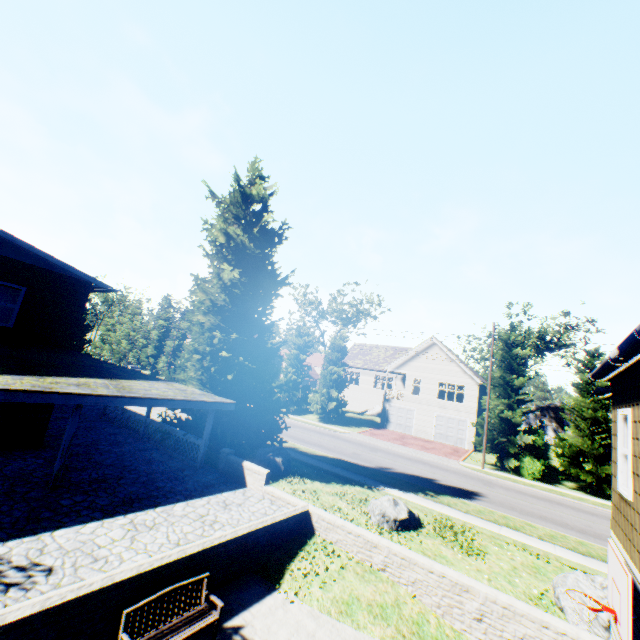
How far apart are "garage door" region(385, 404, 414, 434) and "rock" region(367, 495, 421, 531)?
24.33m

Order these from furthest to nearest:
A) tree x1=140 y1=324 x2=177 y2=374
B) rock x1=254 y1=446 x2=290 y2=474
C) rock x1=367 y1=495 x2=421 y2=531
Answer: tree x1=140 y1=324 x2=177 y2=374 → rock x1=254 y1=446 x2=290 y2=474 → rock x1=367 y1=495 x2=421 y2=531

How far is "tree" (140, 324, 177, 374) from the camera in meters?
55.3 m

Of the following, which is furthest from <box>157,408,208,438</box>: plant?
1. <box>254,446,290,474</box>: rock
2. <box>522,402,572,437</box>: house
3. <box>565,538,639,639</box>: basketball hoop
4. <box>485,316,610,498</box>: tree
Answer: <box>522,402,572,437</box>: house

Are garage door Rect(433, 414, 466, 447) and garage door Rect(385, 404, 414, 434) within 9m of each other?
yes

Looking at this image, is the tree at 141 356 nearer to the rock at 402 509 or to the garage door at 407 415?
the garage door at 407 415

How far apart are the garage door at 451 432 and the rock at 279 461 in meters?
23.2 m

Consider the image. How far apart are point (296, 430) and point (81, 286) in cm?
1980
